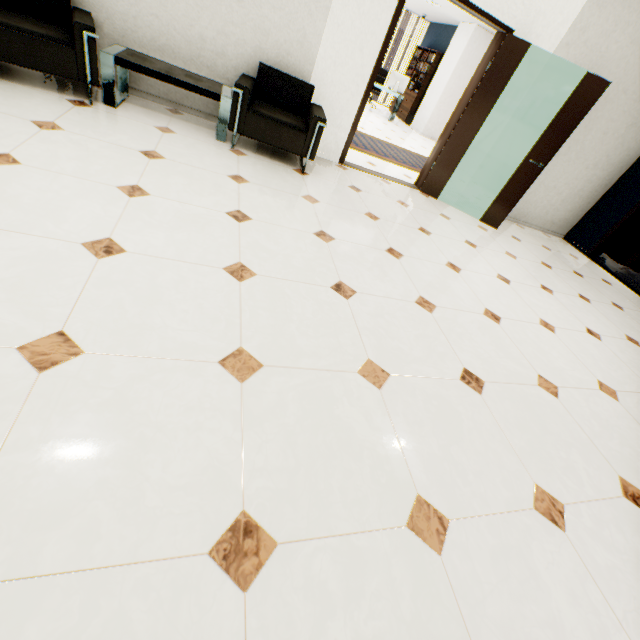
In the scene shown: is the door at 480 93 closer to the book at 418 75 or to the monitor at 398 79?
the monitor at 398 79

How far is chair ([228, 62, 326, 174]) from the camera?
3.44m

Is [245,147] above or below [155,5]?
below

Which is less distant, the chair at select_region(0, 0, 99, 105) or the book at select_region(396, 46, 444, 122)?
the chair at select_region(0, 0, 99, 105)

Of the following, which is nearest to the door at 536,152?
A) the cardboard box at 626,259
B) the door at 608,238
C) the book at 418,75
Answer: the door at 608,238

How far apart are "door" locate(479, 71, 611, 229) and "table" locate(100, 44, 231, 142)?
4.0 meters

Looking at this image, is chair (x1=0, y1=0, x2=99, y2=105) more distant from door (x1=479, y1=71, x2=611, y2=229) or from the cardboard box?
the cardboard box

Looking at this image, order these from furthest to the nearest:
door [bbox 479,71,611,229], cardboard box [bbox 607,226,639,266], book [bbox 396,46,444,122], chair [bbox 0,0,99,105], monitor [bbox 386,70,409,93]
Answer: book [bbox 396,46,444,122]
monitor [bbox 386,70,409,93]
cardboard box [bbox 607,226,639,266]
door [bbox 479,71,611,229]
chair [bbox 0,0,99,105]
